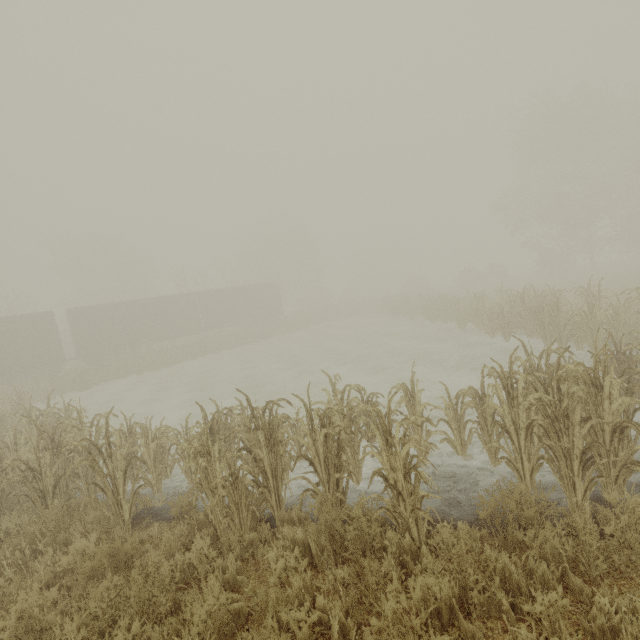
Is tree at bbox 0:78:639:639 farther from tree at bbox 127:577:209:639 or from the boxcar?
the boxcar

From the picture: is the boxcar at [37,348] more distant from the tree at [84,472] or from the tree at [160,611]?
the tree at [84,472]

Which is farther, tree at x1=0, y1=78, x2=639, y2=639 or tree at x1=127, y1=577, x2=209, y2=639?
tree at x1=0, y1=78, x2=639, y2=639

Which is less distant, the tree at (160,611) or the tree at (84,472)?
the tree at (160,611)

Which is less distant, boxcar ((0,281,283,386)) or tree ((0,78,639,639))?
tree ((0,78,639,639))

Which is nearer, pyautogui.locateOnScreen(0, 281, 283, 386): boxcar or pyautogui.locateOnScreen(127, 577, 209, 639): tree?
pyautogui.locateOnScreen(127, 577, 209, 639): tree

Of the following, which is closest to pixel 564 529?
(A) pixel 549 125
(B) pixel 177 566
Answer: (B) pixel 177 566

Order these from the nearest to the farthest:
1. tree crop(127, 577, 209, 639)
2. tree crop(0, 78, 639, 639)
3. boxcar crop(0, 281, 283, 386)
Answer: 1. tree crop(127, 577, 209, 639)
2. tree crop(0, 78, 639, 639)
3. boxcar crop(0, 281, 283, 386)
